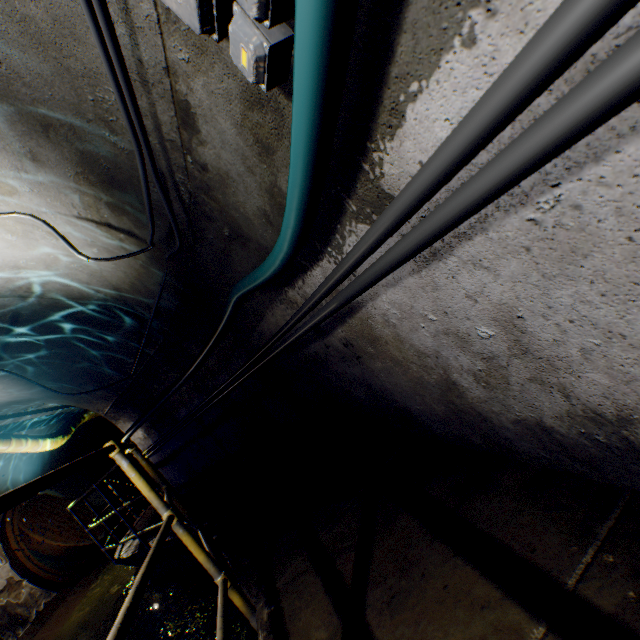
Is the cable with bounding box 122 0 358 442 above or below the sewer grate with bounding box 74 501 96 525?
above

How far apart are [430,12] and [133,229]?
3.0 meters

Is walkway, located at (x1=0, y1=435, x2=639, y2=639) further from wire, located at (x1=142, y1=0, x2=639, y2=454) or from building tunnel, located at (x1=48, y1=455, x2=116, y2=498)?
wire, located at (x1=142, y1=0, x2=639, y2=454)

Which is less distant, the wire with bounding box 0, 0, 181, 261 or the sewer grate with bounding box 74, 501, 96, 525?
the wire with bounding box 0, 0, 181, 261

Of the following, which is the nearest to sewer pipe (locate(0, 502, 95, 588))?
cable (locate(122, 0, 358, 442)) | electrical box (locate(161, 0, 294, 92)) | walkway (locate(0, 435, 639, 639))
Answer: walkway (locate(0, 435, 639, 639))

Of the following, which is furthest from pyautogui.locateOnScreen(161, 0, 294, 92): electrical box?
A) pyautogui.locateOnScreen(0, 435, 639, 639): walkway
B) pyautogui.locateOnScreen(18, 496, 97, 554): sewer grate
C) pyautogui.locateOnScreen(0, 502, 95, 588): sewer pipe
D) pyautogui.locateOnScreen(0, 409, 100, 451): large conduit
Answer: pyautogui.locateOnScreen(18, 496, 97, 554): sewer grate

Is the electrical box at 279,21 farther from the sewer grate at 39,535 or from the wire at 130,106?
the sewer grate at 39,535

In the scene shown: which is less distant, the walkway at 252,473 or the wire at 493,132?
the wire at 493,132
